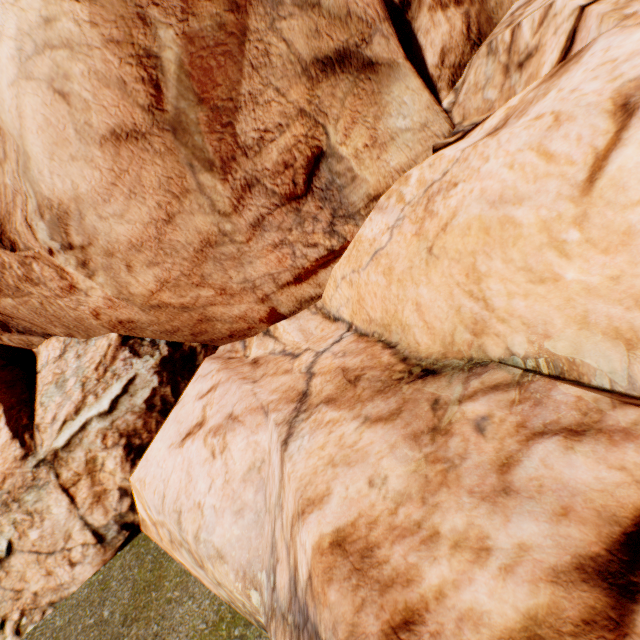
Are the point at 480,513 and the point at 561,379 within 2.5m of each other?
yes
